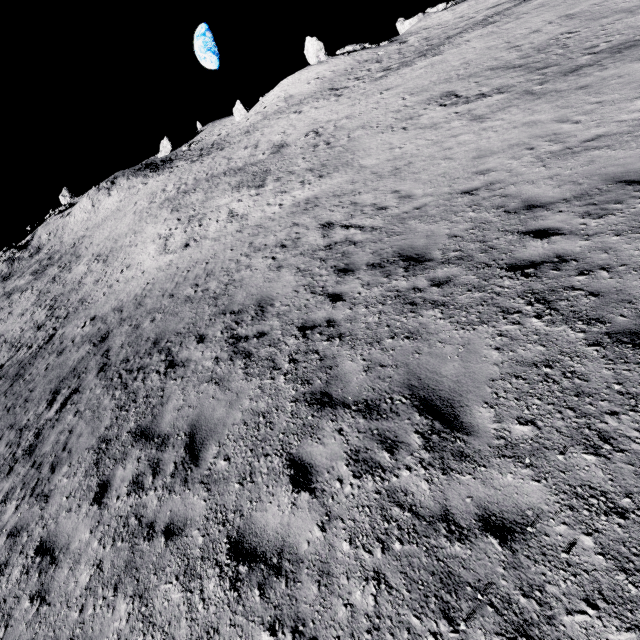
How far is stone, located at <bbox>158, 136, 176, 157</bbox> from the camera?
55.78m

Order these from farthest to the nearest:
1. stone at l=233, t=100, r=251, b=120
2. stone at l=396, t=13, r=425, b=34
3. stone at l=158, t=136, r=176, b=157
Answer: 1. stone at l=158, t=136, r=176, b=157
2. stone at l=233, t=100, r=251, b=120
3. stone at l=396, t=13, r=425, b=34

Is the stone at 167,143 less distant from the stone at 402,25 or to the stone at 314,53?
the stone at 314,53

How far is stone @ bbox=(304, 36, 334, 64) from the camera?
41.3m

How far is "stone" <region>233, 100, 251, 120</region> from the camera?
51.4m

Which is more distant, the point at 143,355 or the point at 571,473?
the point at 143,355

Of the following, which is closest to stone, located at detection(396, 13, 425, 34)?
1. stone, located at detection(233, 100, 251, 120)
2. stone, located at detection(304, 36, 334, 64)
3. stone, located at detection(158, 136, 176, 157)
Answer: stone, located at detection(304, 36, 334, 64)

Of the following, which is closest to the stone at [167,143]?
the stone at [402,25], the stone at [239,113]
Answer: the stone at [239,113]
